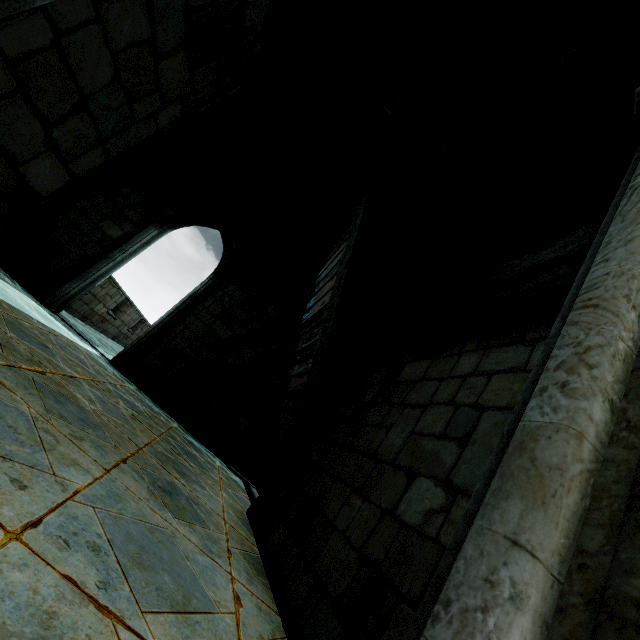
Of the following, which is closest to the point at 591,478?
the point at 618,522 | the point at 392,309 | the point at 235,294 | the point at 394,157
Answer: the point at 618,522
